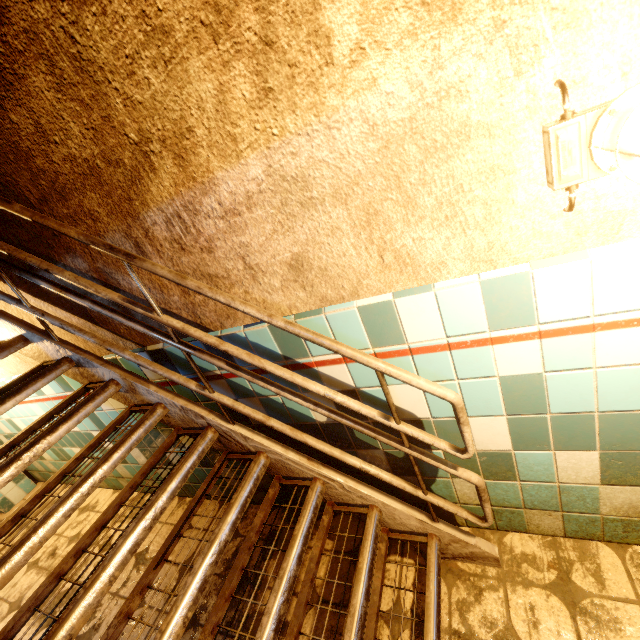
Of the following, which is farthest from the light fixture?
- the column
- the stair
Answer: the column

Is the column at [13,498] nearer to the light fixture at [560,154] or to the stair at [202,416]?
the stair at [202,416]

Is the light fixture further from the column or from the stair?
the column

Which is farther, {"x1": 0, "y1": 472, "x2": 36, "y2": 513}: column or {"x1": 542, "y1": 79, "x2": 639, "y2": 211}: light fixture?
{"x1": 0, "y1": 472, "x2": 36, "y2": 513}: column

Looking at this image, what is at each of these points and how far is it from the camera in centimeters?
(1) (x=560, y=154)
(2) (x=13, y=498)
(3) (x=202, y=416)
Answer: (1) light fixture, 81cm
(2) column, 380cm
(3) stair, 174cm

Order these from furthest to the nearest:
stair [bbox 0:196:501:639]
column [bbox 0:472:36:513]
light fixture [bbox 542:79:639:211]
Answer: column [bbox 0:472:36:513]
stair [bbox 0:196:501:639]
light fixture [bbox 542:79:639:211]
